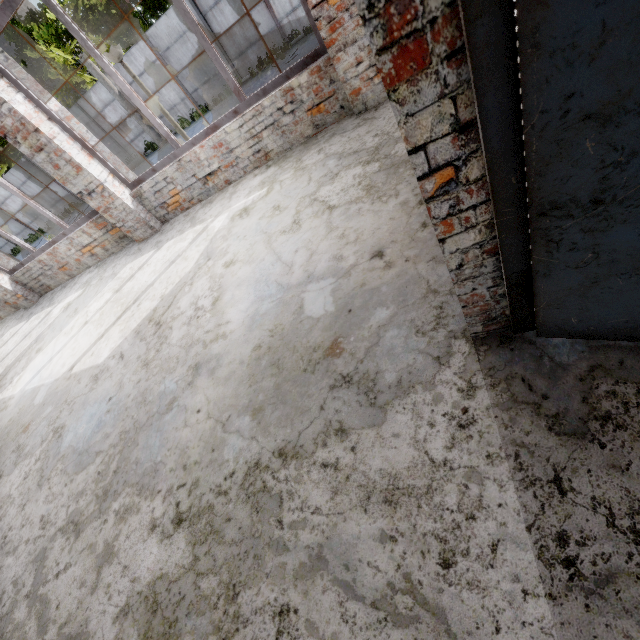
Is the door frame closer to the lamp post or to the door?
the door

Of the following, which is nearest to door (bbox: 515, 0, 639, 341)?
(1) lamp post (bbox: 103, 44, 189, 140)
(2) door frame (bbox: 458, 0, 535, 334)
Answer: (2) door frame (bbox: 458, 0, 535, 334)

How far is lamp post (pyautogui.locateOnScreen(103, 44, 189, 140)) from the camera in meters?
5.2 m

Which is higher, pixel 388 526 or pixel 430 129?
pixel 430 129

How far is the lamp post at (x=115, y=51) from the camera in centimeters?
525cm

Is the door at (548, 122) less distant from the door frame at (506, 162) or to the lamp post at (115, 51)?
the door frame at (506, 162)

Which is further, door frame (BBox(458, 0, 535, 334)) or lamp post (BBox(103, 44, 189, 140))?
lamp post (BBox(103, 44, 189, 140))
